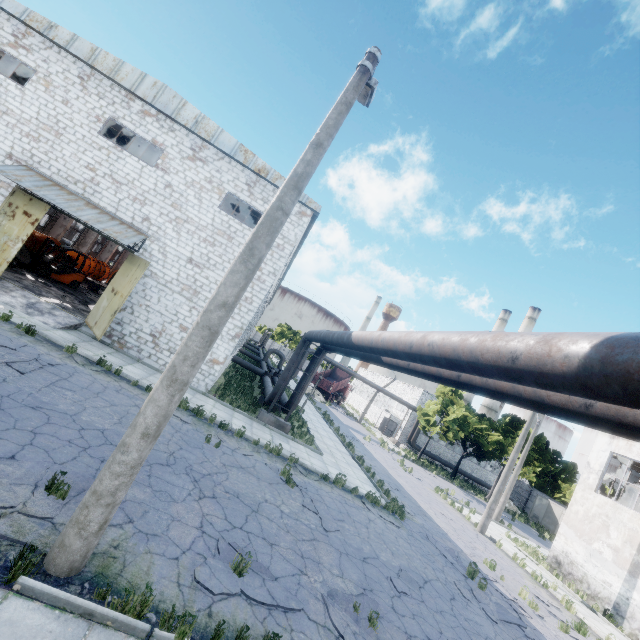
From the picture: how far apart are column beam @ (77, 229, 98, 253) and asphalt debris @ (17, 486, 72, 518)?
32.4m

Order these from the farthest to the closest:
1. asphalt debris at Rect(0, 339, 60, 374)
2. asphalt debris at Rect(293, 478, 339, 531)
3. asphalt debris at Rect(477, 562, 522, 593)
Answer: asphalt debris at Rect(477, 562, 522, 593) → asphalt debris at Rect(293, 478, 339, 531) → asphalt debris at Rect(0, 339, 60, 374)

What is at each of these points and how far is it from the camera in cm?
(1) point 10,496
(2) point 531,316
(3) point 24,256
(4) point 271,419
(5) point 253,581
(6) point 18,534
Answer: (1) asphalt debris, 477
(2) chimney, 5959
(3) wire spool, 1786
(4) pipe holder, 1612
(5) asphalt debris, 576
(6) asphalt debris, 427

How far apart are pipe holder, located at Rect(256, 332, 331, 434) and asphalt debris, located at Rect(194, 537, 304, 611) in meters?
9.7

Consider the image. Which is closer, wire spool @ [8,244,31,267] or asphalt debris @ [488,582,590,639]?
asphalt debris @ [488,582,590,639]

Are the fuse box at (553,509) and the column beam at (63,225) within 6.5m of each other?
no

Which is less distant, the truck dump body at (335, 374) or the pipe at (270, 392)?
the pipe at (270, 392)

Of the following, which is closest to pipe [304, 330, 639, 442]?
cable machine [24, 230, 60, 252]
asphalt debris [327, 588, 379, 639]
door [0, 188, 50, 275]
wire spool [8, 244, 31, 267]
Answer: asphalt debris [327, 588, 379, 639]
